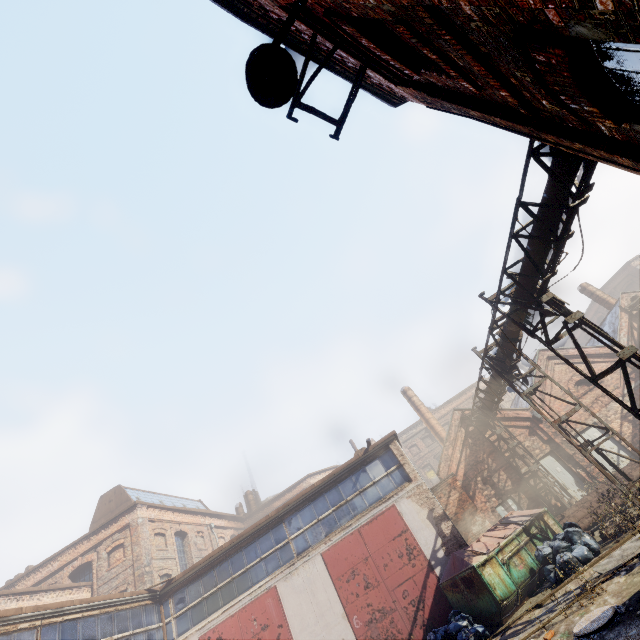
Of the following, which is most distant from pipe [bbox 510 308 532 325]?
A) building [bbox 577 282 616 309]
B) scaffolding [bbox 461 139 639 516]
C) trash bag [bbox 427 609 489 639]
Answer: trash bag [bbox 427 609 489 639]

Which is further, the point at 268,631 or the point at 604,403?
the point at 604,403

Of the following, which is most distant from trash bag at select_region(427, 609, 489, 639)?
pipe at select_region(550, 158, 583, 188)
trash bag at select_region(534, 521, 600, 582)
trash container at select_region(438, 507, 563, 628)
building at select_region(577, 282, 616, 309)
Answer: building at select_region(577, 282, 616, 309)

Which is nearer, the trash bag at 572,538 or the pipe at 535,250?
the pipe at 535,250

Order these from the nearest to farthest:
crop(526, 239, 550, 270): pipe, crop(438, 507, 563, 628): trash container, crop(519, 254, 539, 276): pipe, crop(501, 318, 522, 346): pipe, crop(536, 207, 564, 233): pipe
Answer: crop(536, 207, 564, 233): pipe, crop(526, 239, 550, 270): pipe, crop(519, 254, 539, 276): pipe, crop(438, 507, 563, 628): trash container, crop(501, 318, 522, 346): pipe

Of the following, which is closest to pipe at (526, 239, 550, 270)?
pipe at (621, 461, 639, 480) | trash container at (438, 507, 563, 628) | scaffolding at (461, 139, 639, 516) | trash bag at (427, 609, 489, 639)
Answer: scaffolding at (461, 139, 639, 516)

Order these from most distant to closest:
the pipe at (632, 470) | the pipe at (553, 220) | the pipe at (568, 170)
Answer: the pipe at (632, 470) → the pipe at (553, 220) → the pipe at (568, 170)

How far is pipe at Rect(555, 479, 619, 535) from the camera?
12.4m
